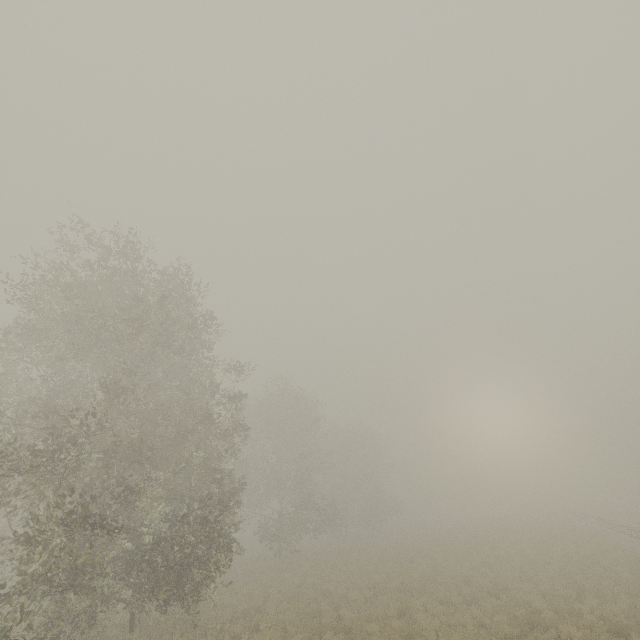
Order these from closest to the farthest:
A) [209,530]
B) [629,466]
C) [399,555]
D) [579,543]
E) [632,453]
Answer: [209,530]
[579,543]
[399,555]
[632,453]
[629,466]
